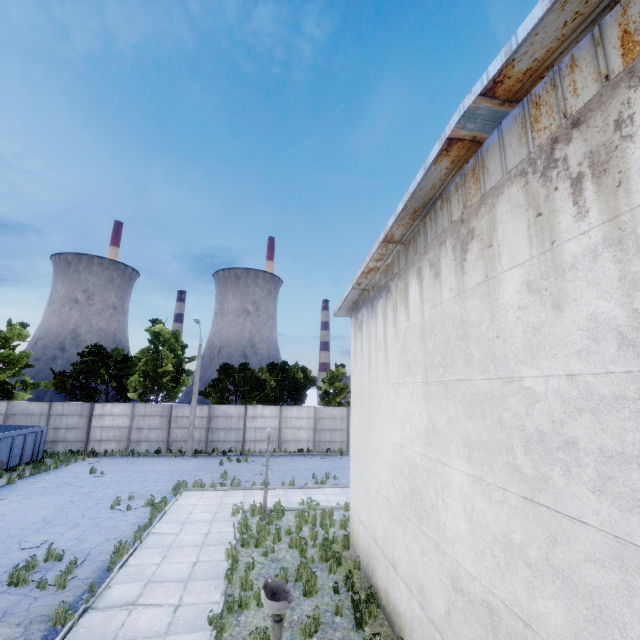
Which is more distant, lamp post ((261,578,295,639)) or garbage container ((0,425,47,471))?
garbage container ((0,425,47,471))

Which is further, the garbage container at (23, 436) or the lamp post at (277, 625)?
the garbage container at (23, 436)

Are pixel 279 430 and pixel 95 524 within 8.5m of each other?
no

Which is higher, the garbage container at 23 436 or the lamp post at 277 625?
the lamp post at 277 625

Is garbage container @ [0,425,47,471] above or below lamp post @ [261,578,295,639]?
below
